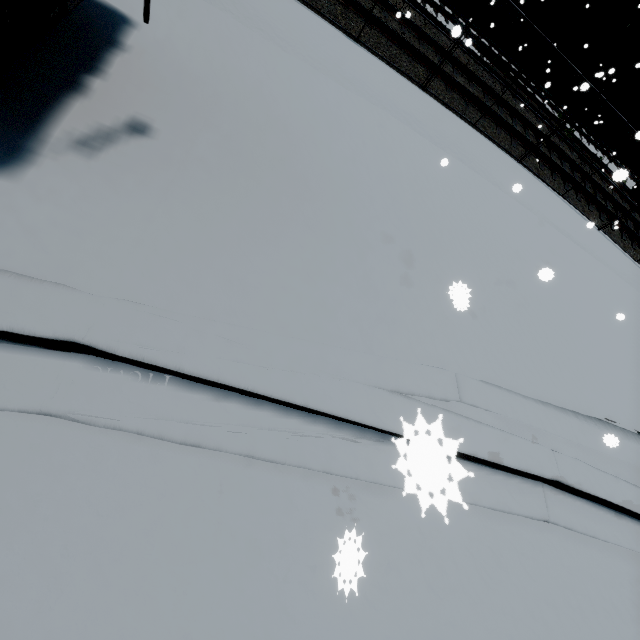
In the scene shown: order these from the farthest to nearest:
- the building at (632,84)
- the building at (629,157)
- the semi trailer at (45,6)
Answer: the building at (629,157) < the building at (632,84) < the semi trailer at (45,6)

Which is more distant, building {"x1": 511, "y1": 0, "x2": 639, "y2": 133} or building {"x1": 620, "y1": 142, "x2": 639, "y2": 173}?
building {"x1": 620, "y1": 142, "x2": 639, "y2": 173}

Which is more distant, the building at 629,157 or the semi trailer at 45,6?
the building at 629,157

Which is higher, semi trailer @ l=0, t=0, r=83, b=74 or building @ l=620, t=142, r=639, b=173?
semi trailer @ l=0, t=0, r=83, b=74

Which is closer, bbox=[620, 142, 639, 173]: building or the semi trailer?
the semi trailer

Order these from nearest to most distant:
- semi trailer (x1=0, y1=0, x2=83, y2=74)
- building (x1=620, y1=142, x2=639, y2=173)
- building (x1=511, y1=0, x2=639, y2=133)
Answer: semi trailer (x1=0, y1=0, x2=83, y2=74), building (x1=511, y1=0, x2=639, y2=133), building (x1=620, y1=142, x2=639, y2=173)

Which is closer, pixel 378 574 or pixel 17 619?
pixel 17 619
